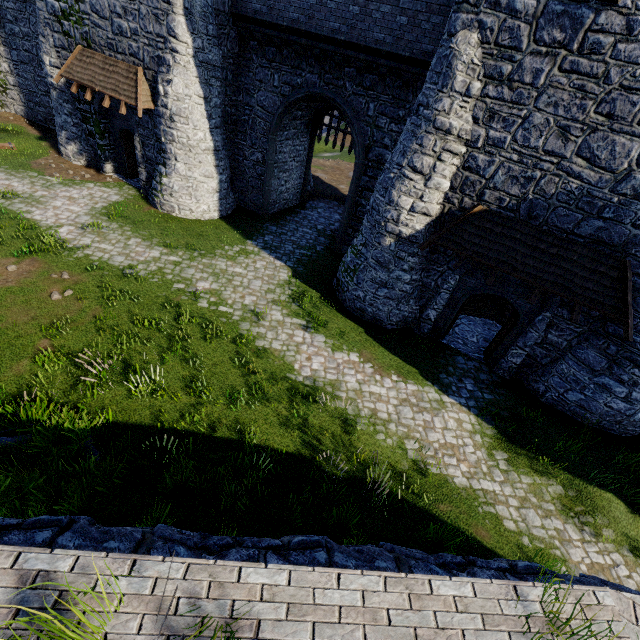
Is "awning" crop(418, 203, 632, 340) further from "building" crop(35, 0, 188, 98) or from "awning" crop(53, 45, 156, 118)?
"awning" crop(53, 45, 156, 118)

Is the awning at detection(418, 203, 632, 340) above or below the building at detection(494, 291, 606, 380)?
above

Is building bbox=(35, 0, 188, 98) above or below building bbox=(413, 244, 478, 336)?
above

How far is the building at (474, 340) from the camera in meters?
13.1

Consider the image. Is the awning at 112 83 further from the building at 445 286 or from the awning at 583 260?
the awning at 583 260

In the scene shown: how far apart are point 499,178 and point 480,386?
6.9m

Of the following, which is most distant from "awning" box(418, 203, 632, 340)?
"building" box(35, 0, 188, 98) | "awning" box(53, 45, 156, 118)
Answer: "awning" box(53, 45, 156, 118)
